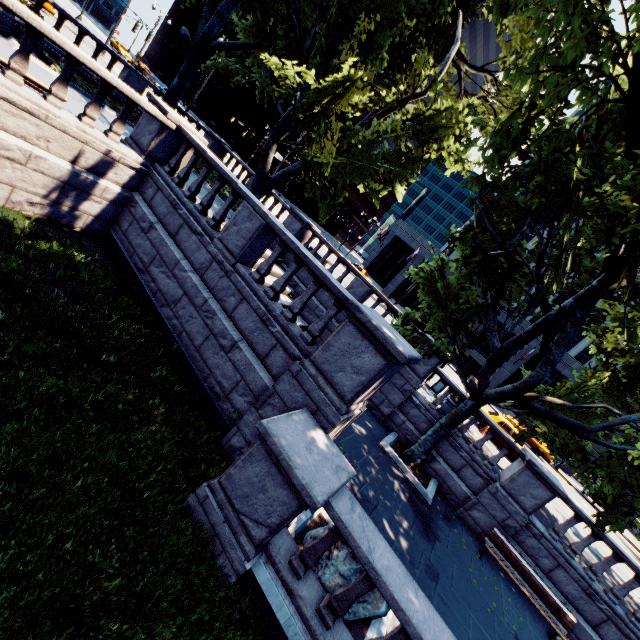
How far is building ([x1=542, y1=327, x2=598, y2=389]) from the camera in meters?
35.9

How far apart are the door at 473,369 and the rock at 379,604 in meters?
39.6

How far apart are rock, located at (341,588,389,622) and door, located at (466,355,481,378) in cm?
3964

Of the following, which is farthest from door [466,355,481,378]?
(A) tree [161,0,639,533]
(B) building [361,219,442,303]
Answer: (A) tree [161,0,639,533]

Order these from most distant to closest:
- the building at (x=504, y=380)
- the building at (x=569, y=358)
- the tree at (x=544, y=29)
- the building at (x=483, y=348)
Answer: the building at (x=483, y=348) → the building at (x=504, y=380) → the building at (x=569, y=358) → the tree at (x=544, y=29)

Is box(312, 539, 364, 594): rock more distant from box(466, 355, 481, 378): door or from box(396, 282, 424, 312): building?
box(466, 355, 481, 378): door

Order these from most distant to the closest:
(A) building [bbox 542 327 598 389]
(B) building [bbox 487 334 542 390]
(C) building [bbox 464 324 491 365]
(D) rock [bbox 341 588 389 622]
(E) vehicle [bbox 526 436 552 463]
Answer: (C) building [bbox 464 324 491 365] → (B) building [bbox 487 334 542 390] → (A) building [bbox 542 327 598 389] → (E) vehicle [bbox 526 436 552 463] → (D) rock [bbox 341 588 389 622]

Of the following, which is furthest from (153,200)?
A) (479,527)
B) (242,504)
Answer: (479,527)
